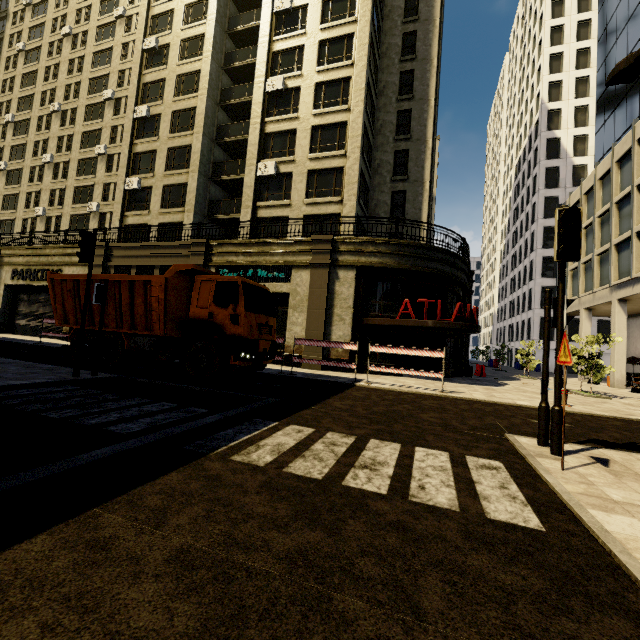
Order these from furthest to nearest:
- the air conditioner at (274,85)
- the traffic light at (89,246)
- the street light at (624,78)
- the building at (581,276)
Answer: the air conditioner at (274,85) → the building at (581,276) → the traffic light at (89,246) → the street light at (624,78)

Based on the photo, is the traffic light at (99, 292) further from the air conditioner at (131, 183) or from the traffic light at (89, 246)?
the air conditioner at (131, 183)

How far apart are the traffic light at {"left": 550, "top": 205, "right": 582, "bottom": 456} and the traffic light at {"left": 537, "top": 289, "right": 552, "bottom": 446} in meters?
0.3 m

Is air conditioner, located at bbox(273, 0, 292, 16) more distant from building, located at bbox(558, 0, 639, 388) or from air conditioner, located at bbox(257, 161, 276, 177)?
air conditioner, located at bbox(257, 161, 276, 177)

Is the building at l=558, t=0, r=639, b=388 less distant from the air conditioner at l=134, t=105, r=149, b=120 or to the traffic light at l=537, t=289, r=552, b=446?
the air conditioner at l=134, t=105, r=149, b=120

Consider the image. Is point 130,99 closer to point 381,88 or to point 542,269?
point 381,88

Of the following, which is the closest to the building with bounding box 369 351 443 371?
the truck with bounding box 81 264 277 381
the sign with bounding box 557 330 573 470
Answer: the truck with bounding box 81 264 277 381

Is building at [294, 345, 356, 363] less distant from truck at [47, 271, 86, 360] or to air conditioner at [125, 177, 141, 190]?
air conditioner at [125, 177, 141, 190]
